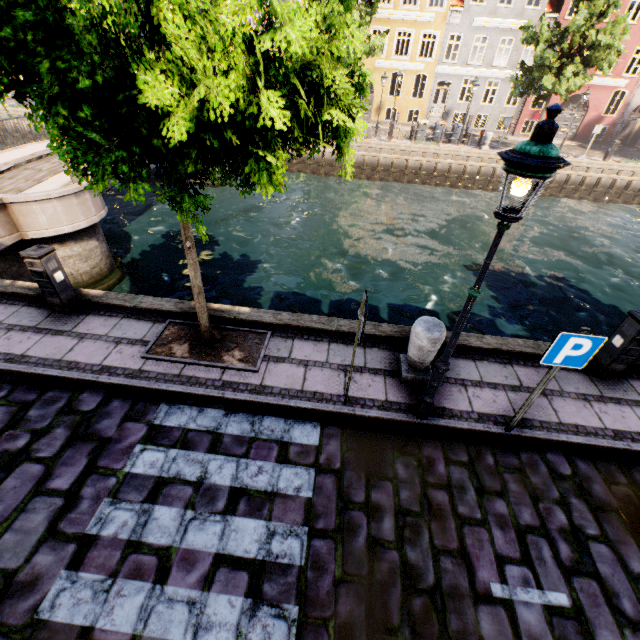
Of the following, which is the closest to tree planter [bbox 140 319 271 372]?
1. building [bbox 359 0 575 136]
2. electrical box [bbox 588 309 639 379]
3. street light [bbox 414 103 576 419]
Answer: street light [bbox 414 103 576 419]

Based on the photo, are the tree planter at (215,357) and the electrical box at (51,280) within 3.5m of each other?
yes

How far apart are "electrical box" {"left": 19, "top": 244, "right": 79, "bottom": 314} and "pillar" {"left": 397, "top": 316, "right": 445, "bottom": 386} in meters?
6.2

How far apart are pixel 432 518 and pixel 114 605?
3.42m

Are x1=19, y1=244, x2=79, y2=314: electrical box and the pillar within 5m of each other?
no

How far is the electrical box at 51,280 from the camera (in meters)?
5.38

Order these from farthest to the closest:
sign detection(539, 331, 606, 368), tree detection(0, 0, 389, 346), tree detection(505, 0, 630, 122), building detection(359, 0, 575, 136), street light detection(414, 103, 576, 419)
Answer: building detection(359, 0, 575, 136), tree detection(505, 0, 630, 122), sign detection(539, 331, 606, 368), street light detection(414, 103, 576, 419), tree detection(0, 0, 389, 346)

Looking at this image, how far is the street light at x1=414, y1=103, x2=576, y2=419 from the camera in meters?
2.4 m
